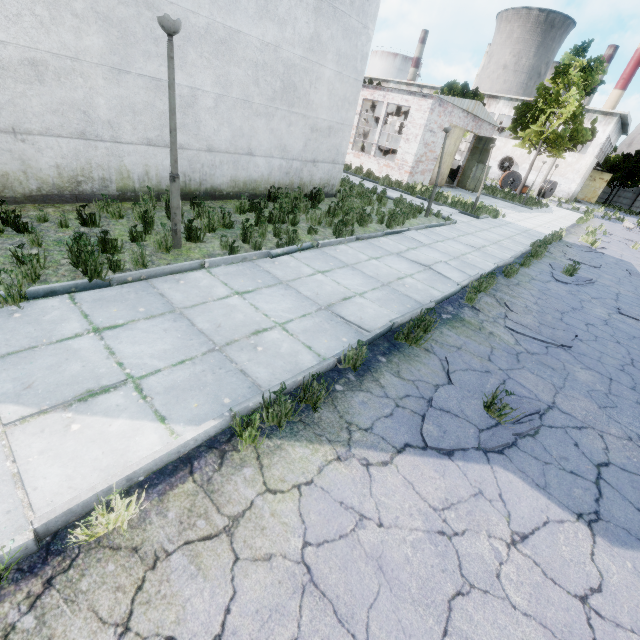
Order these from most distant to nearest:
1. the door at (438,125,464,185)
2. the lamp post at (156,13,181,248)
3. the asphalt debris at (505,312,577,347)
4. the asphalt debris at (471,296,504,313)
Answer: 1. the door at (438,125,464,185)
2. the asphalt debris at (471,296,504,313)
3. the asphalt debris at (505,312,577,347)
4. the lamp post at (156,13,181,248)

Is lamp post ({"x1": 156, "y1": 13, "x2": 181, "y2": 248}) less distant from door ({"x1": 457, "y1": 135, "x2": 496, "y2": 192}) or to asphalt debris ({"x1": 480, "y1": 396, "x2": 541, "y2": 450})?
asphalt debris ({"x1": 480, "y1": 396, "x2": 541, "y2": 450})

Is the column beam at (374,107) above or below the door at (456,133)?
above

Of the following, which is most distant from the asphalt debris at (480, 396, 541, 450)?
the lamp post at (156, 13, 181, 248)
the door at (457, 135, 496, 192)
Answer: the door at (457, 135, 496, 192)

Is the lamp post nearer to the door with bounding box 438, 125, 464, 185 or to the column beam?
the column beam

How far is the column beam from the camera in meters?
23.7 m

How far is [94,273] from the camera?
4.4m

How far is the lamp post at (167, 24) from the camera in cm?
439
